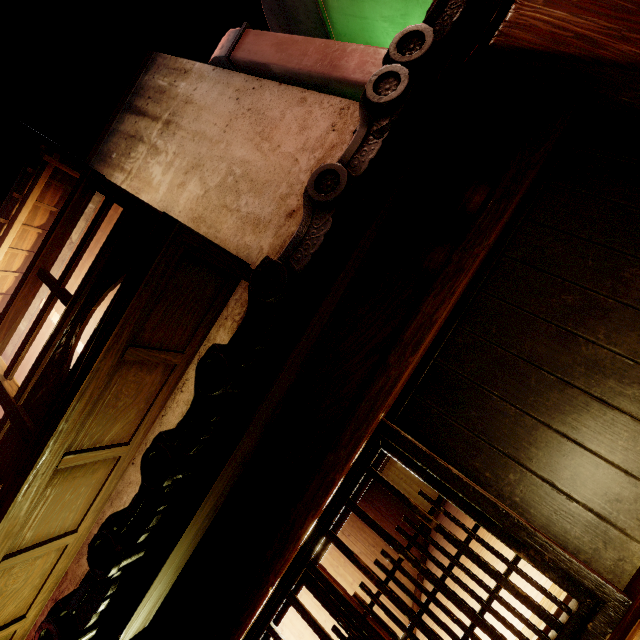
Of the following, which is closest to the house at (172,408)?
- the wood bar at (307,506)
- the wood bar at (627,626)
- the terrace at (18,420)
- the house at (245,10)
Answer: the terrace at (18,420)

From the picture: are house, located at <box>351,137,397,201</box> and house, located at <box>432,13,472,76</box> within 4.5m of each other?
yes

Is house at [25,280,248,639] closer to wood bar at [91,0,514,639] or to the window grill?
wood bar at [91,0,514,639]

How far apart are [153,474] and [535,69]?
5.2m

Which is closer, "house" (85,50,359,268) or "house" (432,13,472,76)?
"house" (432,13,472,76)

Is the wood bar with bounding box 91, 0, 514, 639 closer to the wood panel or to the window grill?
the wood panel

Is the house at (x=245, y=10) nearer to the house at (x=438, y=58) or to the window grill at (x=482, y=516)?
the house at (x=438, y=58)

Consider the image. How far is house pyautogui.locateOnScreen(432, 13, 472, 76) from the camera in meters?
3.2 m
